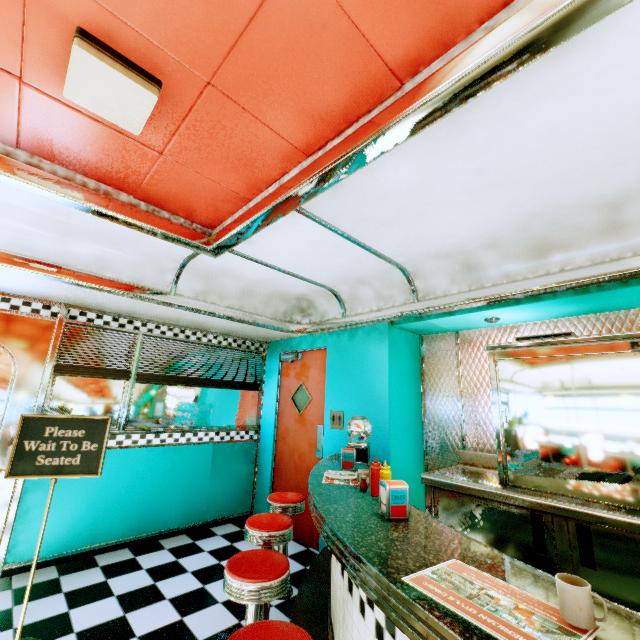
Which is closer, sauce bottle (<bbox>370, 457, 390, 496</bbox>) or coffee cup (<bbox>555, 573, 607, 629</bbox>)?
coffee cup (<bbox>555, 573, 607, 629</bbox>)

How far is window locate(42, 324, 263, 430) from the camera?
3.6 meters

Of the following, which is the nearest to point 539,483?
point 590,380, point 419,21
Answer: point 590,380

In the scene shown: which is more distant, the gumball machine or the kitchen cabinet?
the gumball machine

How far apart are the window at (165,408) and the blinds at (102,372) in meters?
0.0

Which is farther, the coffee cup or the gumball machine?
the gumball machine

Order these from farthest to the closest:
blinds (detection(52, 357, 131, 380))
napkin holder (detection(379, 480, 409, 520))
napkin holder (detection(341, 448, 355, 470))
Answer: blinds (detection(52, 357, 131, 380)), napkin holder (detection(341, 448, 355, 470)), napkin holder (detection(379, 480, 409, 520))

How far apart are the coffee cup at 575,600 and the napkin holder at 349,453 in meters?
2.1
